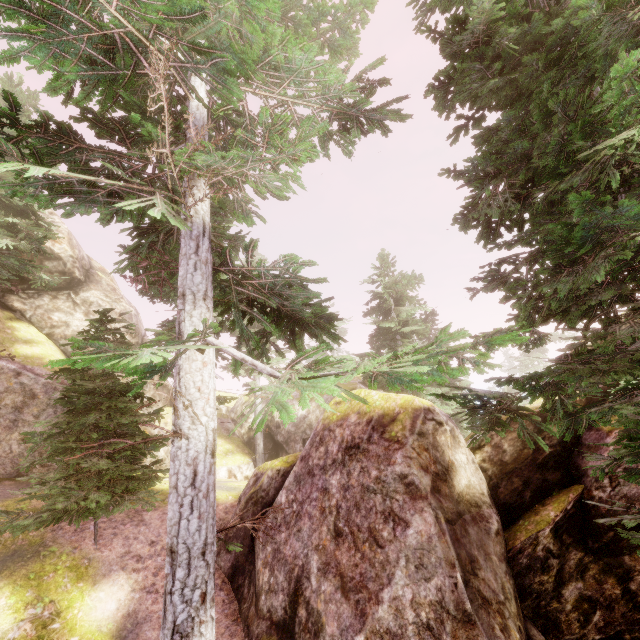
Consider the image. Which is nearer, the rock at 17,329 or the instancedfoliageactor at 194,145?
the instancedfoliageactor at 194,145

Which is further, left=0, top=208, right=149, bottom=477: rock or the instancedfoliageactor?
left=0, top=208, right=149, bottom=477: rock

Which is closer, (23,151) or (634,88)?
(634,88)

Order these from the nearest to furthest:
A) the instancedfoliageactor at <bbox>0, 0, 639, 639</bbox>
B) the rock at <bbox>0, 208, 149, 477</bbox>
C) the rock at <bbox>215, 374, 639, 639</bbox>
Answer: the instancedfoliageactor at <bbox>0, 0, 639, 639</bbox> → the rock at <bbox>215, 374, 639, 639</bbox> → the rock at <bbox>0, 208, 149, 477</bbox>

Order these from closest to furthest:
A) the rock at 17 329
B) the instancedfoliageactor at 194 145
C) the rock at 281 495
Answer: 1. the instancedfoliageactor at 194 145
2. the rock at 281 495
3. the rock at 17 329

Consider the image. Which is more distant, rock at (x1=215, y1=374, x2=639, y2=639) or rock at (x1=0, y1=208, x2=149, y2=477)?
rock at (x1=0, y1=208, x2=149, y2=477)

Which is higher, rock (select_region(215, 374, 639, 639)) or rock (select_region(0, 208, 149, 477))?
rock (select_region(0, 208, 149, 477))
